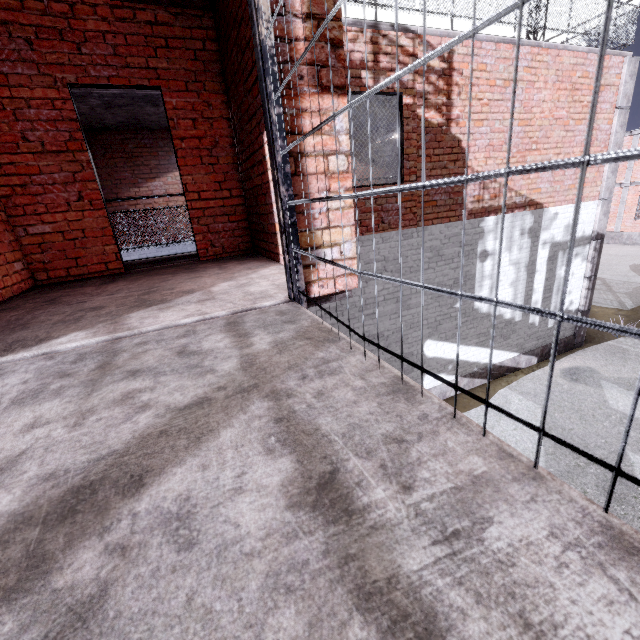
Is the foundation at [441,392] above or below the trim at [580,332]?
below

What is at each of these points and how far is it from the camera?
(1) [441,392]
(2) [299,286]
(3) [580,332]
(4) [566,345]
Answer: (1) foundation, 7.7 meters
(2) cage, 2.1 meters
(3) trim, 9.4 meters
(4) foundation, 9.3 meters

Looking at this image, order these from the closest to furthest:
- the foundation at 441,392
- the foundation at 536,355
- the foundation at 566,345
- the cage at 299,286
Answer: the cage at 299,286 → the foundation at 441,392 → the foundation at 536,355 → the foundation at 566,345

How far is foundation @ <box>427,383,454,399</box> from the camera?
7.6m

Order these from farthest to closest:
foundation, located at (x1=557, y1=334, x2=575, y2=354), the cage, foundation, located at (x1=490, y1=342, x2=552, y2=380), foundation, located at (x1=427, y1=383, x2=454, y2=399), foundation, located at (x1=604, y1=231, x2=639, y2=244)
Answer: foundation, located at (x1=604, y1=231, x2=639, y2=244) < foundation, located at (x1=557, y1=334, x2=575, y2=354) < foundation, located at (x1=490, y1=342, x2=552, y2=380) < foundation, located at (x1=427, y1=383, x2=454, y2=399) < the cage

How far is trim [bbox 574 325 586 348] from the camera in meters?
9.3

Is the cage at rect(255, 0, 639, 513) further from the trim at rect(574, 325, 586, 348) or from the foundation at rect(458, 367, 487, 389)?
the trim at rect(574, 325, 586, 348)
